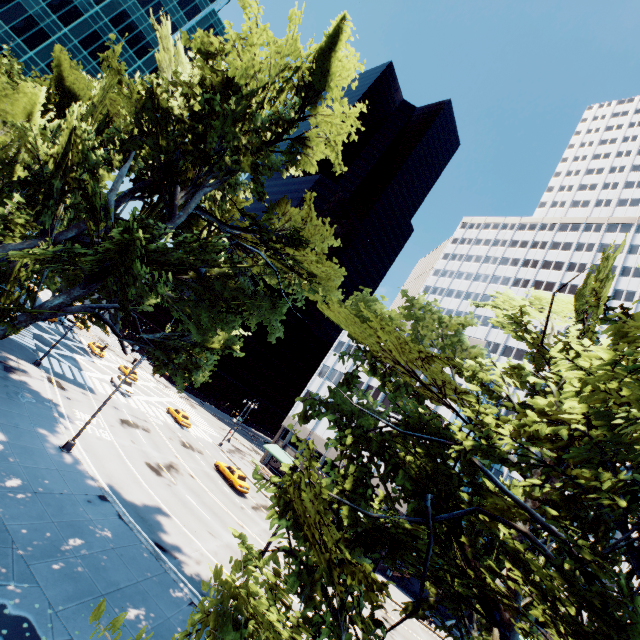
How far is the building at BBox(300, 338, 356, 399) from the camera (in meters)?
55.97

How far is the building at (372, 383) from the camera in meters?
49.0 m

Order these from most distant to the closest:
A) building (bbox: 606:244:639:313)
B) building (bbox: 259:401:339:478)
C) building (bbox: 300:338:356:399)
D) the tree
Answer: building (bbox: 300:338:356:399) < building (bbox: 606:244:639:313) < building (bbox: 259:401:339:478) < the tree

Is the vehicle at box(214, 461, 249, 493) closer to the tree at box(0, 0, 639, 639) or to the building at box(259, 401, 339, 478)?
the building at box(259, 401, 339, 478)

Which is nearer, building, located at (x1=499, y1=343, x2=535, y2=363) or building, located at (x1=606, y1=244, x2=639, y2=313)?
building, located at (x1=606, y1=244, x2=639, y2=313)

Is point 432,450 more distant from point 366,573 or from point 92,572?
point 92,572
